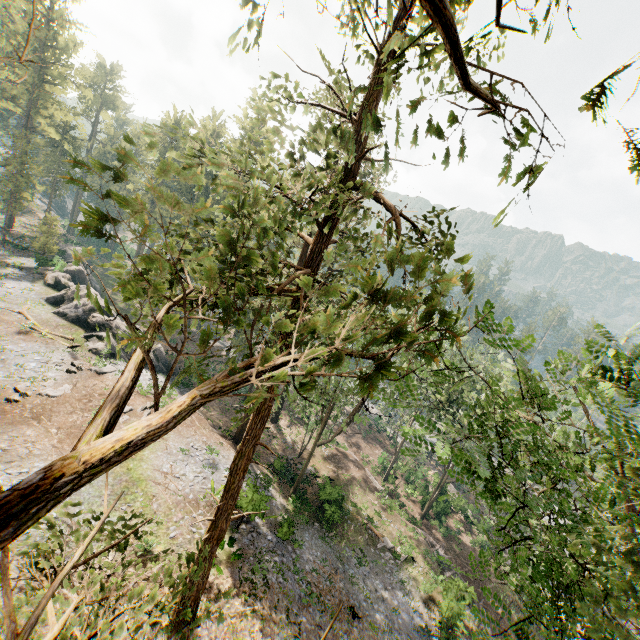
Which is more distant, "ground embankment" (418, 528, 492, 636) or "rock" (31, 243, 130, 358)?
"rock" (31, 243, 130, 358)

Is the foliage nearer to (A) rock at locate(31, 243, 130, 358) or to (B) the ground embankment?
(A) rock at locate(31, 243, 130, 358)

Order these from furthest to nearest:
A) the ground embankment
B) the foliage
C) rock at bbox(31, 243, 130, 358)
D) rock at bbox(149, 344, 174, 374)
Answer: rock at bbox(149, 344, 174, 374) < rock at bbox(31, 243, 130, 358) < the ground embankment < the foliage

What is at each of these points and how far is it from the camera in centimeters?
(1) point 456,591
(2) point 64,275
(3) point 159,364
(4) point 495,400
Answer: (1) ground embankment, 2223cm
(2) rock, 3966cm
(3) rock, 3591cm
(4) foliage, 997cm

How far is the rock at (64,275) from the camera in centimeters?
3067cm

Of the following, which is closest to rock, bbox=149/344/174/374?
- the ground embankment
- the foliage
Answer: the foliage
